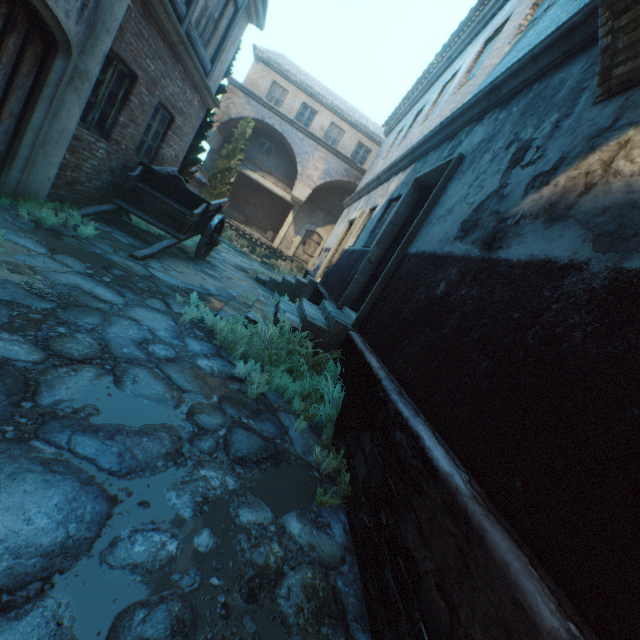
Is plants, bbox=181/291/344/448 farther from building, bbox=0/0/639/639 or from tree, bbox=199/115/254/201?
tree, bbox=199/115/254/201

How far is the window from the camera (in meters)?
19.47

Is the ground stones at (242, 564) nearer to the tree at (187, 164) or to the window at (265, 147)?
the tree at (187, 164)

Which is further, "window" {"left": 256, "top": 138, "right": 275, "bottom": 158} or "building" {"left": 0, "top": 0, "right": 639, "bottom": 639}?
"window" {"left": 256, "top": 138, "right": 275, "bottom": 158}

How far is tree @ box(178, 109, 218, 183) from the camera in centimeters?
Result: 984cm

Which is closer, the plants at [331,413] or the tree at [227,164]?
the plants at [331,413]

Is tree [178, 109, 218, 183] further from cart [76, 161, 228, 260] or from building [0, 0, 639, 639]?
cart [76, 161, 228, 260]

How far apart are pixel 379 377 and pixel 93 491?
2.4m
